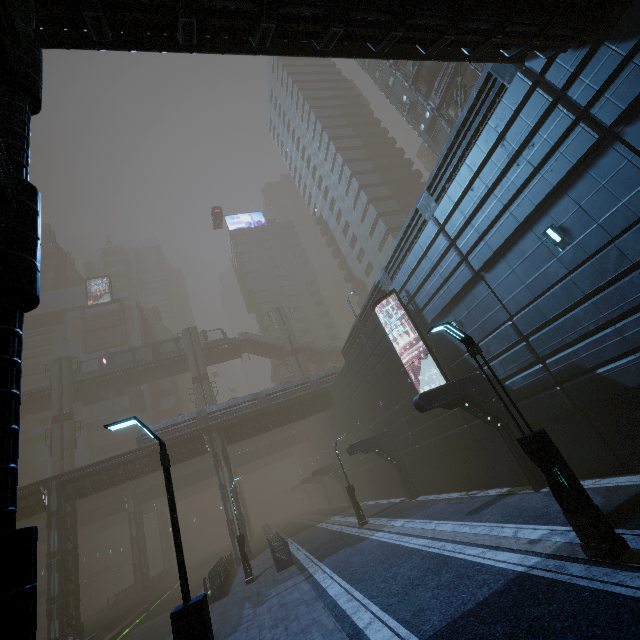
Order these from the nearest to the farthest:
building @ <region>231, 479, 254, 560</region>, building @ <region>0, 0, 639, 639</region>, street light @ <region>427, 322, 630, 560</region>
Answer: building @ <region>0, 0, 639, 639</region> < street light @ <region>427, 322, 630, 560</region> < building @ <region>231, 479, 254, 560</region>

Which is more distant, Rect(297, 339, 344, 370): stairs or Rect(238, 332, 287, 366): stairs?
Rect(297, 339, 344, 370): stairs

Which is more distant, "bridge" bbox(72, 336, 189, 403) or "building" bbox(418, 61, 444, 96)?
"bridge" bbox(72, 336, 189, 403)

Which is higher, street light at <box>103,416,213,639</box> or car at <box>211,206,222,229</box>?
car at <box>211,206,222,229</box>

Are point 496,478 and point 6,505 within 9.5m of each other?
no

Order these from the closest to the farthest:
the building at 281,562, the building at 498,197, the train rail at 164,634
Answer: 1. the building at 498,197
2. the building at 281,562
3. the train rail at 164,634

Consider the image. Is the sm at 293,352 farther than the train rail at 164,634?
Yes

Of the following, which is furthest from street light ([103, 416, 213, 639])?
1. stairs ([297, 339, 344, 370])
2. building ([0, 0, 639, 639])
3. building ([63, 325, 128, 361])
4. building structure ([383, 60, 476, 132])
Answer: building ([63, 325, 128, 361])
